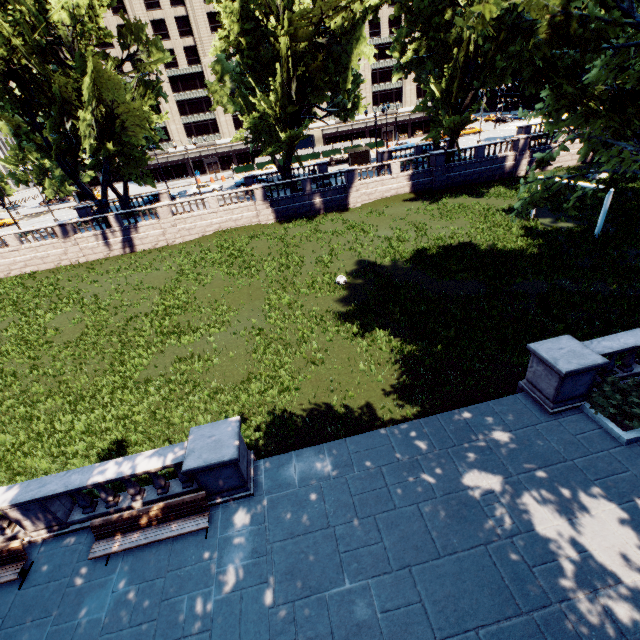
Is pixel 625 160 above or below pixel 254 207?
above

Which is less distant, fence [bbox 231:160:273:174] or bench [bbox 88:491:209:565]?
bench [bbox 88:491:209:565]

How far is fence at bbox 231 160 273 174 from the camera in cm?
5716

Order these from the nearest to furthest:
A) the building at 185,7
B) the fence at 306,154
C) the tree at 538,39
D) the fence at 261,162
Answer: the tree at 538,39
the building at 185,7
the fence at 261,162
the fence at 306,154

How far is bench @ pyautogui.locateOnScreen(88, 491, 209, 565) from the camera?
8.08m

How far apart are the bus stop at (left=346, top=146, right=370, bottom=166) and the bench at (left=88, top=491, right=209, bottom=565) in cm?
4853

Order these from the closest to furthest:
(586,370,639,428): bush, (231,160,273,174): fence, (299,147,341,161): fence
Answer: (586,370,639,428): bush < (231,160,273,174): fence < (299,147,341,161): fence

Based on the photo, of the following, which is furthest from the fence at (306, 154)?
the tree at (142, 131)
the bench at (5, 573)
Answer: the bench at (5, 573)
